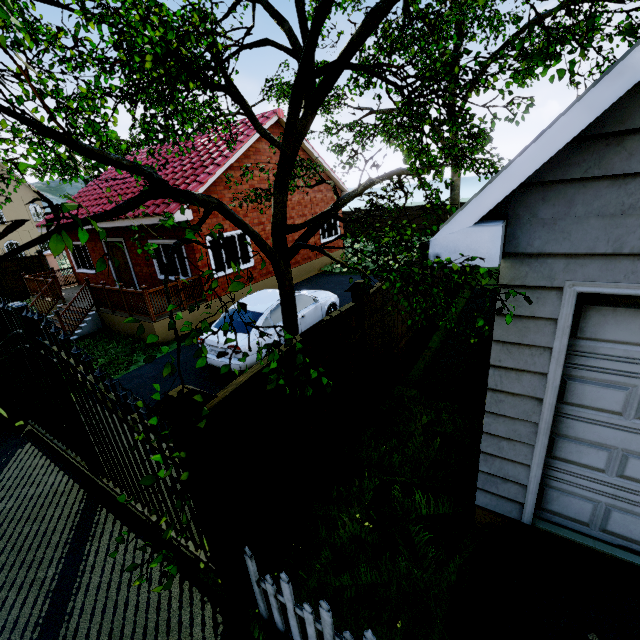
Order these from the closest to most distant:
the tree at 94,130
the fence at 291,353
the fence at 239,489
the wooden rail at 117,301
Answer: the tree at 94,130
the fence at 239,489
the fence at 291,353
the wooden rail at 117,301

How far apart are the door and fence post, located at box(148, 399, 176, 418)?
12.5m

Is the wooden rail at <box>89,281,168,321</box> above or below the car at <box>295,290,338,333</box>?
above

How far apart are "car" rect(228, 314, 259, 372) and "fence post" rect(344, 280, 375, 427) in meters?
2.7 m

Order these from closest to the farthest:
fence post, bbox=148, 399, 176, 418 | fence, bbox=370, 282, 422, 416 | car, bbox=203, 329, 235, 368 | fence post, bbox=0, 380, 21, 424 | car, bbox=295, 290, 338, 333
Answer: fence post, bbox=148, 399, 176, 418, fence, bbox=370, 282, 422, 416, fence post, bbox=0, 380, 21, 424, car, bbox=203, 329, 235, 368, car, bbox=295, 290, 338, 333

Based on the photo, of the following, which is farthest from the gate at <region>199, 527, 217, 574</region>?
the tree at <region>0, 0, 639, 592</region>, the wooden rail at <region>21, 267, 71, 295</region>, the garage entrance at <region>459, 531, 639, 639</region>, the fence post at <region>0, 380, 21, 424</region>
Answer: the wooden rail at <region>21, 267, 71, 295</region>

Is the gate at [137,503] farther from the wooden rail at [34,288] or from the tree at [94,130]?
the wooden rail at [34,288]

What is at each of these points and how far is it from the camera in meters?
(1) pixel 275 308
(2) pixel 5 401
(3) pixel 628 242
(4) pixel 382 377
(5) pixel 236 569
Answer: (1) car, 8.4
(2) fence post, 6.5
(3) garage door, 2.1
(4) fence, 5.8
(5) fence post, 2.9
